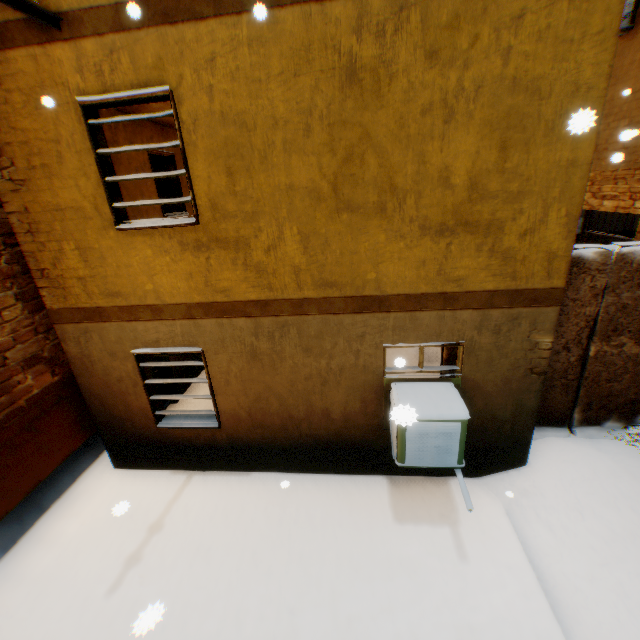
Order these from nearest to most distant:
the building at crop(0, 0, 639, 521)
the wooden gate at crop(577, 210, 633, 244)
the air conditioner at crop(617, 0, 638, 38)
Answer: the building at crop(0, 0, 639, 521)
the air conditioner at crop(617, 0, 638, 38)
the wooden gate at crop(577, 210, 633, 244)

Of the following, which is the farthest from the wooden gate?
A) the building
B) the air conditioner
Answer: the air conditioner

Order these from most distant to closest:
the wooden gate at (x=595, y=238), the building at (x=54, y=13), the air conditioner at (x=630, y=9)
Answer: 1. the wooden gate at (x=595, y=238)
2. the air conditioner at (x=630, y=9)
3. the building at (x=54, y=13)

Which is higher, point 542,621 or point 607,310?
point 607,310

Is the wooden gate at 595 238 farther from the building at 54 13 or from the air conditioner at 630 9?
the air conditioner at 630 9

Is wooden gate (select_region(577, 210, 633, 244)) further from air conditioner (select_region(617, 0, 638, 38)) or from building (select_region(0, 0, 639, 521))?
air conditioner (select_region(617, 0, 638, 38))

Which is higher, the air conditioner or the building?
the air conditioner

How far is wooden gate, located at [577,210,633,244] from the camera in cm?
666
